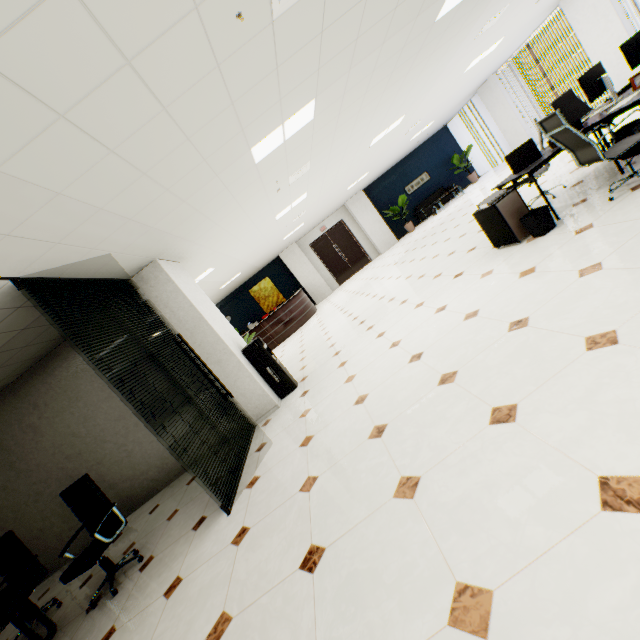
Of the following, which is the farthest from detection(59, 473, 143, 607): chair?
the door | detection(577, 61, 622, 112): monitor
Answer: the door

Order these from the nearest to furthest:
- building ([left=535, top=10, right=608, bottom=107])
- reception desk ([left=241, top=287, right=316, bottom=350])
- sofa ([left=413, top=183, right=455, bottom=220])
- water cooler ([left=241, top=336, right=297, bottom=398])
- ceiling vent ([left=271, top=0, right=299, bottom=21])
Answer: ceiling vent ([left=271, top=0, right=299, bottom=21]), water cooler ([left=241, top=336, right=297, bottom=398]), reception desk ([left=241, top=287, right=316, bottom=350]), sofa ([left=413, top=183, right=455, bottom=220]), building ([left=535, top=10, right=608, bottom=107])

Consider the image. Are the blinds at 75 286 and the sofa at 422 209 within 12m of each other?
no

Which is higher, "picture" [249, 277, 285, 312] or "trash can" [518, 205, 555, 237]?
"picture" [249, 277, 285, 312]

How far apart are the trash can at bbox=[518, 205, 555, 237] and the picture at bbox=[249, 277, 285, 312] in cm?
1243

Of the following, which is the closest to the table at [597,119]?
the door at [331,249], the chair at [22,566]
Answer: the chair at [22,566]

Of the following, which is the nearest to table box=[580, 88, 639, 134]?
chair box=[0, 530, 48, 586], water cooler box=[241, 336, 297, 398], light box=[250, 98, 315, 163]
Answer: light box=[250, 98, 315, 163]

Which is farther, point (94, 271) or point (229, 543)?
point (94, 271)
